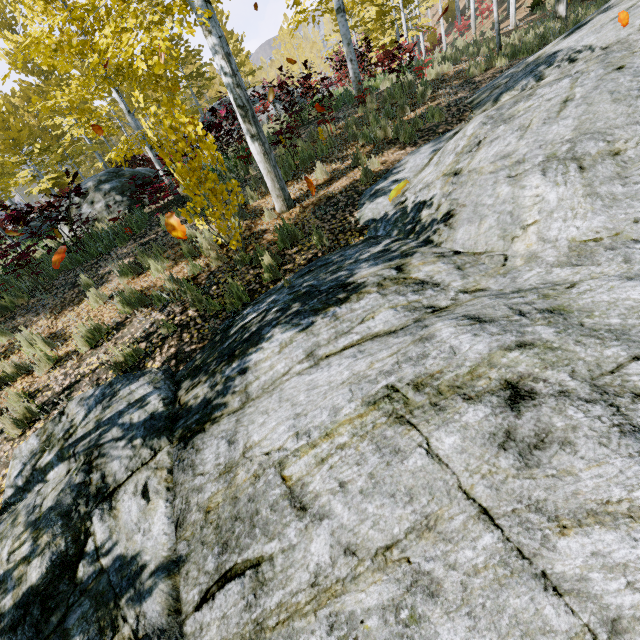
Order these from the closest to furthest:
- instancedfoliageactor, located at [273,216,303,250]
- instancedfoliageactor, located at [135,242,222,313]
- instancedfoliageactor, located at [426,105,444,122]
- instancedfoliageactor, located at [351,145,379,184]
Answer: instancedfoliageactor, located at [135,242,222,313]
instancedfoliageactor, located at [273,216,303,250]
instancedfoliageactor, located at [351,145,379,184]
instancedfoliageactor, located at [426,105,444,122]

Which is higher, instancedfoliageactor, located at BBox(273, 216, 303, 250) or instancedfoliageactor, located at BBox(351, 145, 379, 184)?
instancedfoliageactor, located at BBox(351, 145, 379, 184)

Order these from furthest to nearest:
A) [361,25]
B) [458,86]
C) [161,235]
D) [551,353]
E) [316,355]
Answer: [361,25] → [458,86] → [161,235] → [316,355] → [551,353]

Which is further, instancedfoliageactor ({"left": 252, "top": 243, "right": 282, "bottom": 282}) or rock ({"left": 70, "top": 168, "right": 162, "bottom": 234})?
rock ({"left": 70, "top": 168, "right": 162, "bottom": 234})

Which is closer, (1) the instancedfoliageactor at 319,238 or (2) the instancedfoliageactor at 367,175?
(1) the instancedfoliageactor at 319,238

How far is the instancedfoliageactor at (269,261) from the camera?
5.0 meters

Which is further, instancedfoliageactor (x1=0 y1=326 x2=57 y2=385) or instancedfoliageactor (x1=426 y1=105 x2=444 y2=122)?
instancedfoliageactor (x1=426 y1=105 x2=444 y2=122)
